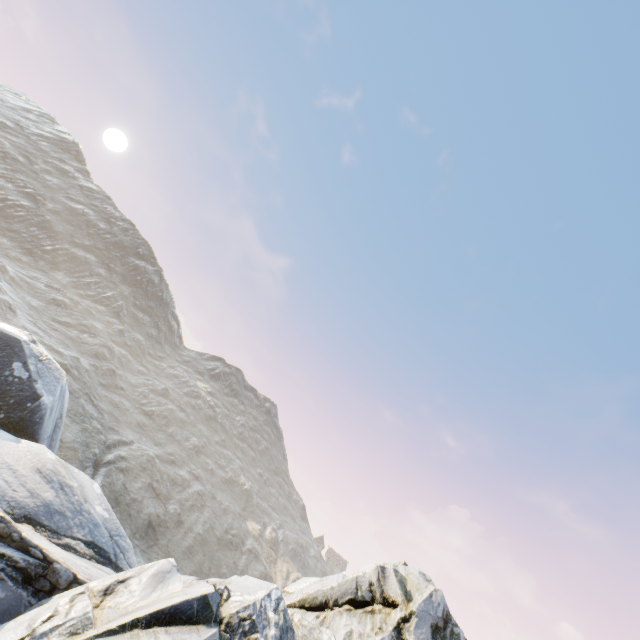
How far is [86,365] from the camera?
43.22m
